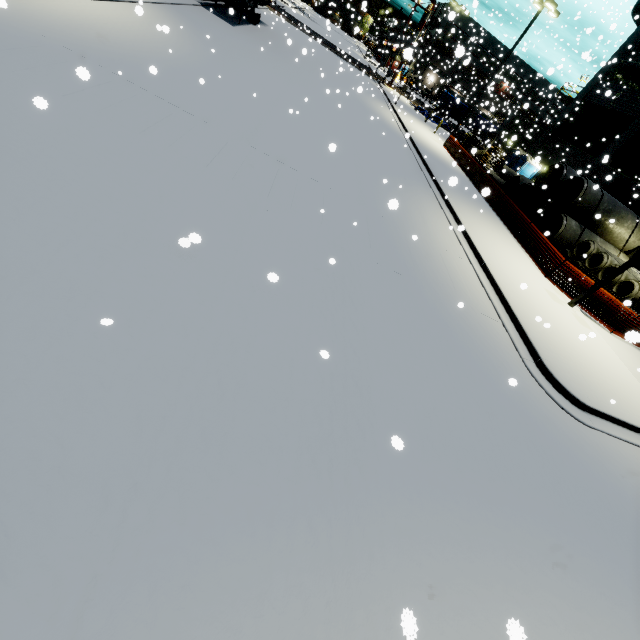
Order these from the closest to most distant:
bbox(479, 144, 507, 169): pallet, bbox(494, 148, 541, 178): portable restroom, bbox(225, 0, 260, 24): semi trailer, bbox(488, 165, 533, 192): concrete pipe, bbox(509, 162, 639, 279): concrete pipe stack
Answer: bbox(509, 162, 639, 279): concrete pipe stack, bbox(225, 0, 260, 24): semi trailer, bbox(488, 165, 533, 192): concrete pipe, bbox(494, 148, 541, 178): portable restroom, bbox(479, 144, 507, 169): pallet

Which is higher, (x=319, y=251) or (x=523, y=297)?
(x=523, y=297)

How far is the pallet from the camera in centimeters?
3212cm

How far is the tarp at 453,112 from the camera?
41.3m

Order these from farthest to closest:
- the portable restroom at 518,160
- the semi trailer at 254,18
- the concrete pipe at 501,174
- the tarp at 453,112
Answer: the tarp at 453,112
the portable restroom at 518,160
the concrete pipe at 501,174
the semi trailer at 254,18

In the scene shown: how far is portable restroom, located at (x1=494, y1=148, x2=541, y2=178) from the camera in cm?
2789

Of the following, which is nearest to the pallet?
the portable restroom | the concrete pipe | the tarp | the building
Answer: the building

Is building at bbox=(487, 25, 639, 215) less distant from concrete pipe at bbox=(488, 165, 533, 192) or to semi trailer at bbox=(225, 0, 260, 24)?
concrete pipe at bbox=(488, 165, 533, 192)
